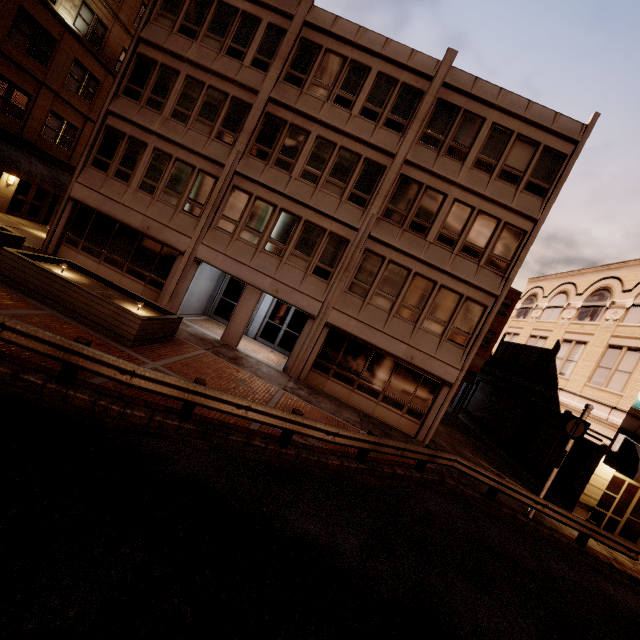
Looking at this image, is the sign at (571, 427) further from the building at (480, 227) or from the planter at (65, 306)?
the planter at (65, 306)

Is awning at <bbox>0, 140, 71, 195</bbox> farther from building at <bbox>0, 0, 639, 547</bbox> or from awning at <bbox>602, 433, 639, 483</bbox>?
awning at <bbox>602, 433, 639, 483</bbox>

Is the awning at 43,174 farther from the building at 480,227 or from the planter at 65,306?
the planter at 65,306

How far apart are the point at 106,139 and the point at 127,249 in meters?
5.4

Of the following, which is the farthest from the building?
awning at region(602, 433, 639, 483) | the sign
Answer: the sign

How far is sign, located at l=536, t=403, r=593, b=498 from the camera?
11.7 meters

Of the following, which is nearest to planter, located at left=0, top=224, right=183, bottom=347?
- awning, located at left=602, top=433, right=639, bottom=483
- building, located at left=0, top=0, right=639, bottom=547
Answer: building, located at left=0, top=0, right=639, bottom=547

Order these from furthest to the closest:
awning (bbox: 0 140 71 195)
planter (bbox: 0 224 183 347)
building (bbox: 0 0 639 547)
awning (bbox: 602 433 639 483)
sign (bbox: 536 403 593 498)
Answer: awning (bbox: 0 140 71 195)
building (bbox: 0 0 639 547)
awning (bbox: 602 433 639 483)
sign (bbox: 536 403 593 498)
planter (bbox: 0 224 183 347)
